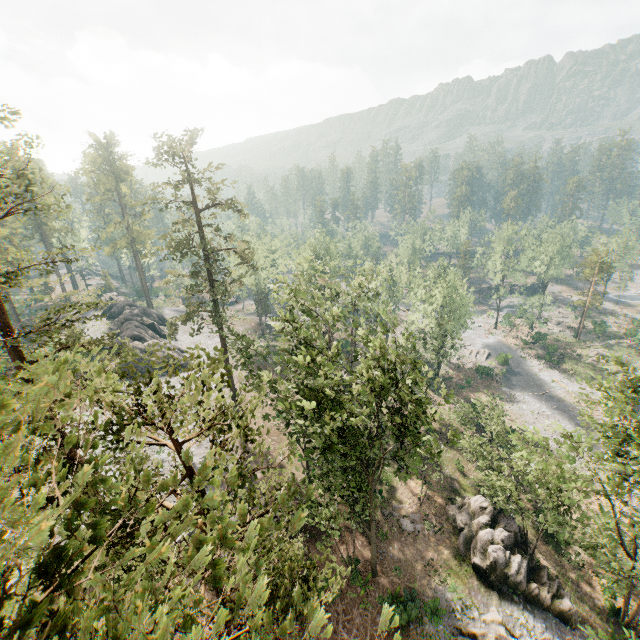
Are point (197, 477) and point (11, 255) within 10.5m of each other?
no

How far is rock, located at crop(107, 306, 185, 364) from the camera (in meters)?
45.38

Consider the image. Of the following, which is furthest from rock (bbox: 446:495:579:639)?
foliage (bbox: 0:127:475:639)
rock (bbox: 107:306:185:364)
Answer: rock (bbox: 107:306:185:364)

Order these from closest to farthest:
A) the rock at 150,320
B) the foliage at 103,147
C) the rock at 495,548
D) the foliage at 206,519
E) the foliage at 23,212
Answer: the foliage at 206,519 → the foliage at 23,212 → the rock at 495,548 → the rock at 150,320 → the foliage at 103,147

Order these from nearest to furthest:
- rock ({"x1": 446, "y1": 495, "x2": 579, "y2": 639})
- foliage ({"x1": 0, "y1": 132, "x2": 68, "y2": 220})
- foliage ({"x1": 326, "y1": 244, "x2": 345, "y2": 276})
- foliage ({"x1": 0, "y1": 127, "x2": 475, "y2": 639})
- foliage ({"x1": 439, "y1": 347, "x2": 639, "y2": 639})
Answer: foliage ({"x1": 0, "y1": 127, "x2": 475, "y2": 639}) → foliage ({"x1": 0, "y1": 132, "x2": 68, "y2": 220}) → foliage ({"x1": 439, "y1": 347, "x2": 639, "y2": 639}) → rock ({"x1": 446, "y1": 495, "x2": 579, "y2": 639}) → foliage ({"x1": 326, "y1": 244, "x2": 345, "y2": 276})

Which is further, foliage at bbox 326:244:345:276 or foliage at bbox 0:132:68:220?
foliage at bbox 326:244:345:276

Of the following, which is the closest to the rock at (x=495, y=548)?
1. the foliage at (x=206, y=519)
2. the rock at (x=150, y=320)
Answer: the foliage at (x=206, y=519)

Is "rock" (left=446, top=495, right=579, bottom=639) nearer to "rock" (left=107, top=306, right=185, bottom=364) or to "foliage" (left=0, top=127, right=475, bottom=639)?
"foliage" (left=0, top=127, right=475, bottom=639)
